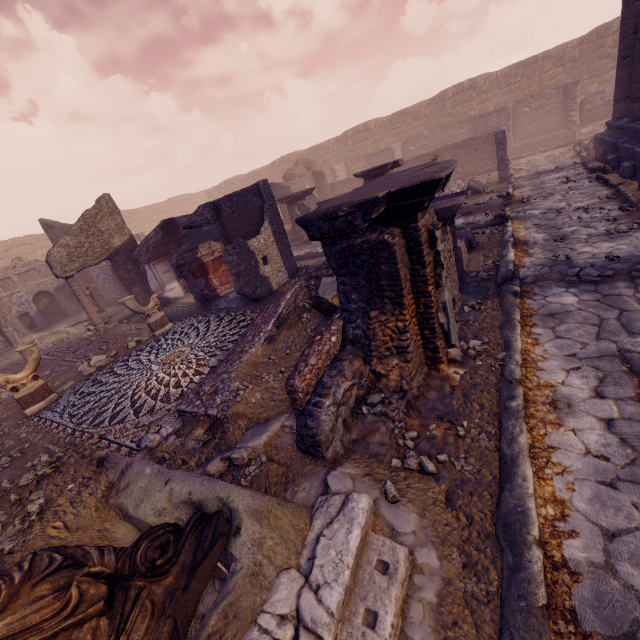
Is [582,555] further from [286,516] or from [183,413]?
[183,413]

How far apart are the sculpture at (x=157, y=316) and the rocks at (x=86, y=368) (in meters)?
0.94

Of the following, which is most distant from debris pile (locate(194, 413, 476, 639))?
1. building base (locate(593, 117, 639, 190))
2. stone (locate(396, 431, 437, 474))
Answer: building base (locate(593, 117, 639, 190))

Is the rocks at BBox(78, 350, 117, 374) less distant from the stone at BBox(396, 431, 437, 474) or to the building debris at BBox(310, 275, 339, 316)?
the building debris at BBox(310, 275, 339, 316)

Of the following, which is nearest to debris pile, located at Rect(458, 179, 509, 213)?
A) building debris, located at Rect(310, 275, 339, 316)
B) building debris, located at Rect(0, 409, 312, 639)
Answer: building debris, located at Rect(310, 275, 339, 316)

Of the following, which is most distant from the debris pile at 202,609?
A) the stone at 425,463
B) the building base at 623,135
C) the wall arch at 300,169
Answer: the wall arch at 300,169

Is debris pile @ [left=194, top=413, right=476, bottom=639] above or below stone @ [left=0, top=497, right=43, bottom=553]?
below

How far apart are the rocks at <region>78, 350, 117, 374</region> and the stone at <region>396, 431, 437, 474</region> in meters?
7.9 m
